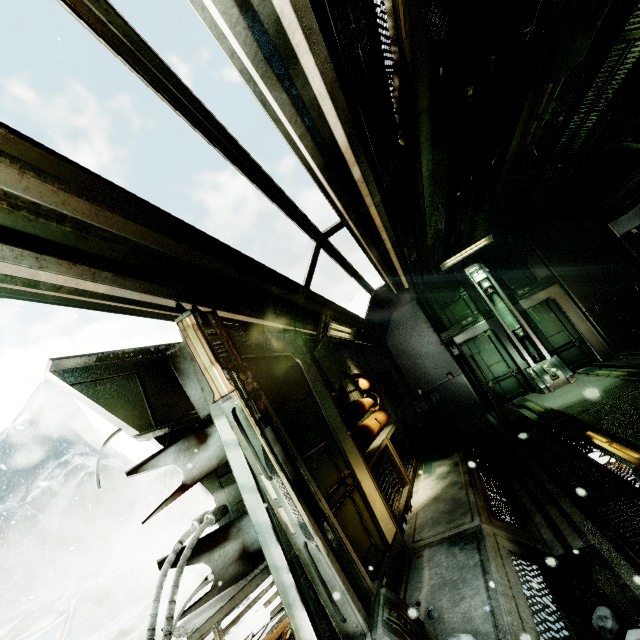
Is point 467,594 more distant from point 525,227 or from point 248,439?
point 525,227

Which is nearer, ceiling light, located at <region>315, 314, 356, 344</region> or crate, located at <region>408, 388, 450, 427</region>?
ceiling light, located at <region>315, 314, 356, 344</region>

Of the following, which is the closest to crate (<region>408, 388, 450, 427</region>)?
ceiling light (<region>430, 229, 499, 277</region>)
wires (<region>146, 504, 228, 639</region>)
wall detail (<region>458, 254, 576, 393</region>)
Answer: wall detail (<region>458, 254, 576, 393</region>)

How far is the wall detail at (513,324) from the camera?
8.36m

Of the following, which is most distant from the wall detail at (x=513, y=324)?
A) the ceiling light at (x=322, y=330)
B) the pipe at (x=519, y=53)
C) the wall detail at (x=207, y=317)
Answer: the wall detail at (x=207, y=317)

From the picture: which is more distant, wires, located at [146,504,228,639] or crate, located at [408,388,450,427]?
crate, located at [408,388,450,427]

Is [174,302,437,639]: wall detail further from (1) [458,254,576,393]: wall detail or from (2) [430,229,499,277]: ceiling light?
(2) [430,229,499,277]: ceiling light

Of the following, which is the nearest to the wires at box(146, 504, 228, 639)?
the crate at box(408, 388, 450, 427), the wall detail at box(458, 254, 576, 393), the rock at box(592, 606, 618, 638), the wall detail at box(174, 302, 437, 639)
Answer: the wall detail at box(174, 302, 437, 639)
